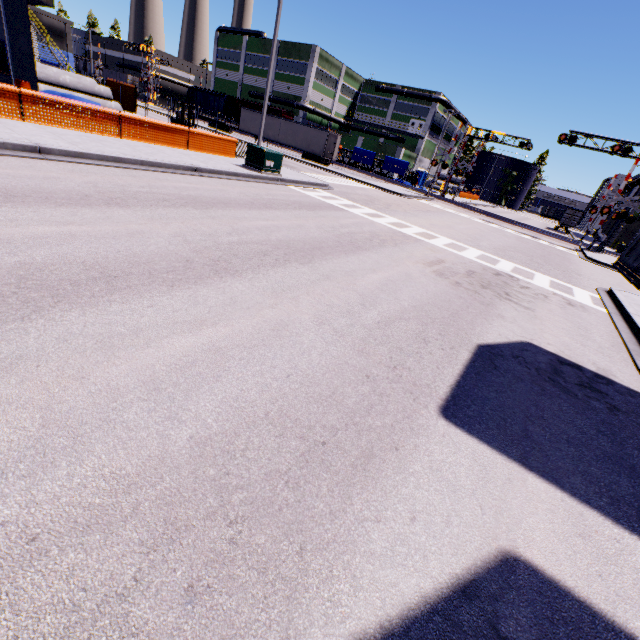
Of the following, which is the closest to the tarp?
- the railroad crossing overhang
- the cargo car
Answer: the cargo car

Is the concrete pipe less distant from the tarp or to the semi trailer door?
the tarp

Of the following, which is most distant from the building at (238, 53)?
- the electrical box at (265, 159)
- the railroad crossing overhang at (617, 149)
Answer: the railroad crossing overhang at (617, 149)

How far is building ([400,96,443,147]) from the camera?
57.5 meters

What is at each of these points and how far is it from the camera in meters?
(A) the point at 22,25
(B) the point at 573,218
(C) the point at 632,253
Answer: (A) building, 15.6 m
(B) cargo container door, 48.1 m
(C) semi trailer, 5.3 m

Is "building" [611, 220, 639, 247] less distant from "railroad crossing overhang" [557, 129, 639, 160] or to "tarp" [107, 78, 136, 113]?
"tarp" [107, 78, 136, 113]

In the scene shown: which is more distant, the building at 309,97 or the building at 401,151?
the building at 401,151
